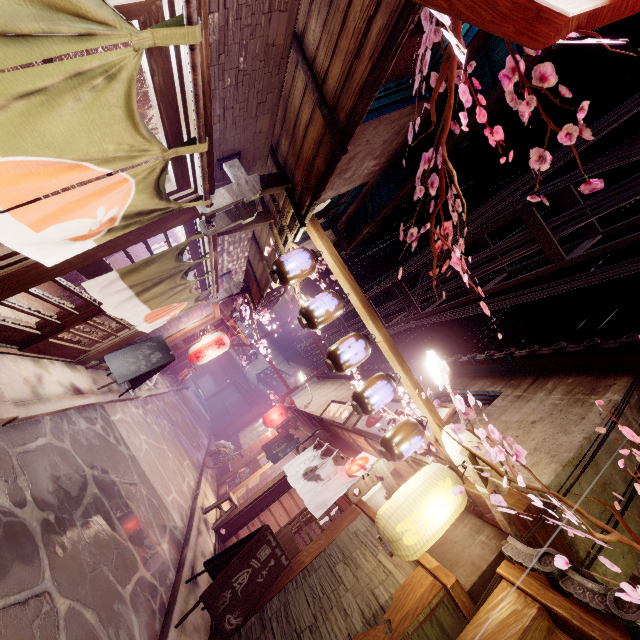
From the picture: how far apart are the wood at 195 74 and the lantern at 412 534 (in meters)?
7.27

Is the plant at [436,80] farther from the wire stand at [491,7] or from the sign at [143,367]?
the sign at [143,367]

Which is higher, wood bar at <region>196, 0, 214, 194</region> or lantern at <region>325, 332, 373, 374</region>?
lantern at <region>325, 332, 373, 374</region>

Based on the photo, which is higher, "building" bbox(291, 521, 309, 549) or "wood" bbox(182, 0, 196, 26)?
"wood" bbox(182, 0, 196, 26)

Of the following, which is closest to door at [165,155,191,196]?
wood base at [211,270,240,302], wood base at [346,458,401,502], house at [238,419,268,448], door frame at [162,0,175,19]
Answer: door frame at [162,0,175,19]

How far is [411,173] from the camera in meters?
11.0 m

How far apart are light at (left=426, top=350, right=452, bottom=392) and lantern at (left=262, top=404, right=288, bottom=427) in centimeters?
1629cm

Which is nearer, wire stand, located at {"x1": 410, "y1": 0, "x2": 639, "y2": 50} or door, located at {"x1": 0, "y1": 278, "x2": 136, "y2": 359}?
wire stand, located at {"x1": 410, "y1": 0, "x2": 639, "y2": 50}
